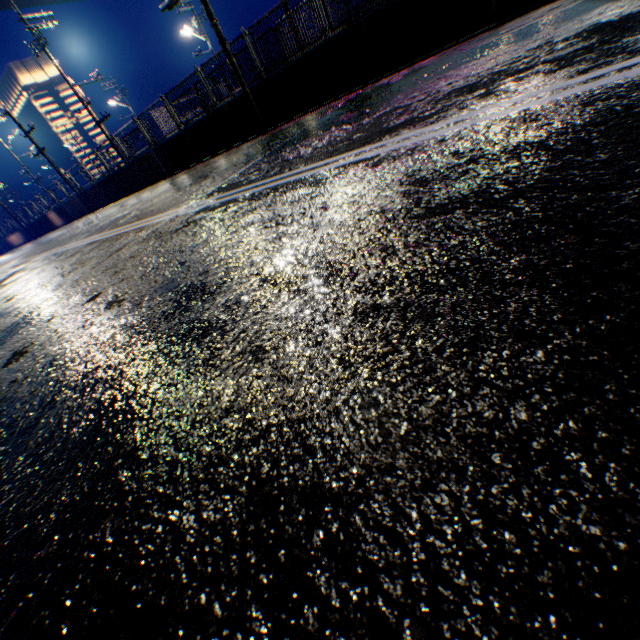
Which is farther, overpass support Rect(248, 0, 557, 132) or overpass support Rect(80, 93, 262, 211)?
overpass support Rect(80, 93, 262, 211)

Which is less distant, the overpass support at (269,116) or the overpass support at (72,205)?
the overpass support at (269,116)

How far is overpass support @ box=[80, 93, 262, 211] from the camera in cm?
1143

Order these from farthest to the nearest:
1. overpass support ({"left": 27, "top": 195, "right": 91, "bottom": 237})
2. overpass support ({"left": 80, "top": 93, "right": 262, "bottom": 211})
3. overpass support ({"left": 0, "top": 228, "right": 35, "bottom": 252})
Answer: overpass support ({"left": 0, "top": 228, "right": 35, "bottom": 252})
overpass support ({"left": 27, "top": 195, "right": 91, "bottom": 237})
overpass support ({"left": 80, "top": 93, "right": 262, "bottom": 211})

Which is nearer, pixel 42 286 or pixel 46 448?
pixel 46 448
